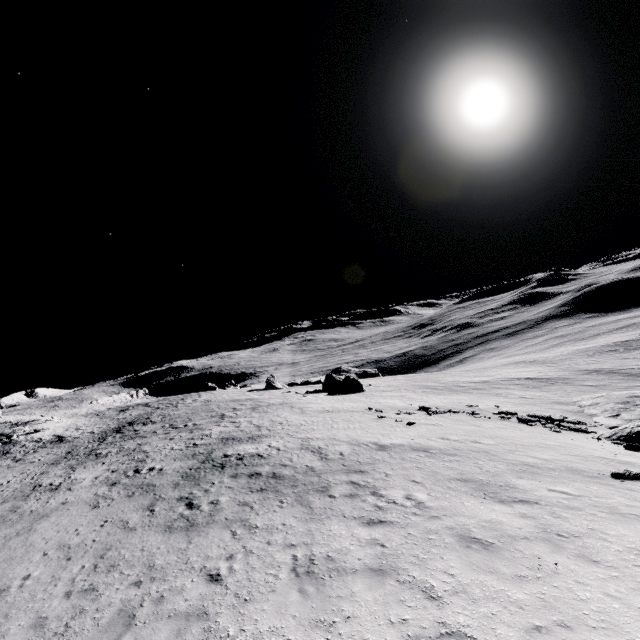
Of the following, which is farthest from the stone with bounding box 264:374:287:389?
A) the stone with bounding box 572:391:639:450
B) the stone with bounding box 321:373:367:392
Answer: the stone with bounding box 572:391:639:450

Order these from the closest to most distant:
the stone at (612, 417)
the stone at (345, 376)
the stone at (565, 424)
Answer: the stone at (612, 417) → the stone at (565, 424) → the stone at (345, 376)

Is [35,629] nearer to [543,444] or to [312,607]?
[312,607]

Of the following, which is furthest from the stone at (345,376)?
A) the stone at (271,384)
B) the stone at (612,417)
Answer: the stone at (612,417)

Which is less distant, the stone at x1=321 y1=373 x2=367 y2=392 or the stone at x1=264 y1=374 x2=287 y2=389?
the stone at x1=321 y1=373 x2=367 y2=392

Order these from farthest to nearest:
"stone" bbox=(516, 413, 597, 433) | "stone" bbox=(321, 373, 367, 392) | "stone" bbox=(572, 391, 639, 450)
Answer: "stone" bbox=(321, 373, 367, 392) → "stone" bbox=(516, 413, 597, 433) → "stone" bbox=(572, 391, 639, 450)

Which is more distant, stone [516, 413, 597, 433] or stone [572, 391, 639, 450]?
stone [516, 413, 597, 433]
